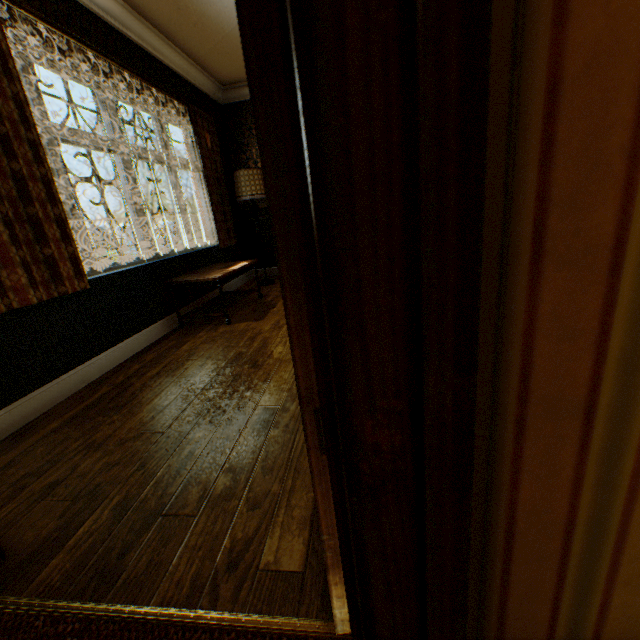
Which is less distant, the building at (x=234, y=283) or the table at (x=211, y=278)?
the table at (x=211, y=278)

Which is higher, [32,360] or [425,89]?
[425,89]

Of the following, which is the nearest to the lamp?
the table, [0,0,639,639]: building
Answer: [0,0,639,639]: building

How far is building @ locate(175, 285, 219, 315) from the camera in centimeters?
389cm

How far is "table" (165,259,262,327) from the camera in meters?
3.5

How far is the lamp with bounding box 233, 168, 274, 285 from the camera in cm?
484

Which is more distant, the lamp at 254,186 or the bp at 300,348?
the lamp at 254,186

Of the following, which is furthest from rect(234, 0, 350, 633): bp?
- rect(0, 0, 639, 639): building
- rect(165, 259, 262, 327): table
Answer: rect(165, 259, 262, 327): table
